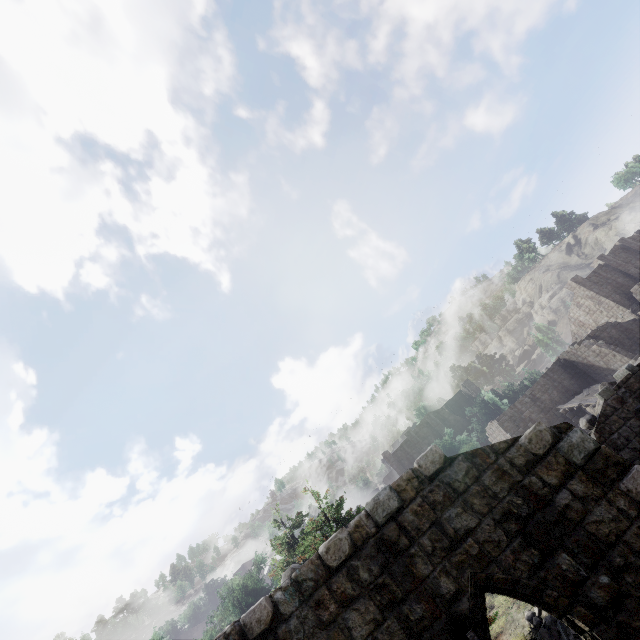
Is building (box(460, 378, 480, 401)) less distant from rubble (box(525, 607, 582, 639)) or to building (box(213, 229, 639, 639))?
building (box(213, 229, 639, 639))

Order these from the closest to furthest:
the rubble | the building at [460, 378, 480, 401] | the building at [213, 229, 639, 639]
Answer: the building at [213, 229, 639, 639], the rubble, the building at [460, 378, 480, 401]

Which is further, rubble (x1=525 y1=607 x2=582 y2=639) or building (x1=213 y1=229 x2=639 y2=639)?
rubble (x1=525 y1=607 x2=582 y2=639)

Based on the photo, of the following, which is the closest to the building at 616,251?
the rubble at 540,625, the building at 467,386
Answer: the rubble at 540,625

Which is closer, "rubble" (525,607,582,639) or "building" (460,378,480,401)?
"rubble" (525,607,582,639)

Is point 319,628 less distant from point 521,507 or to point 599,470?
point 521,507

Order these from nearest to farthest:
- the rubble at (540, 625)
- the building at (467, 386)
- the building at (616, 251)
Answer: the building at (616, 251) → the rubble at (540, 625) → the building at (467, 386)

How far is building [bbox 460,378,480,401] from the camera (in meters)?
56.50
